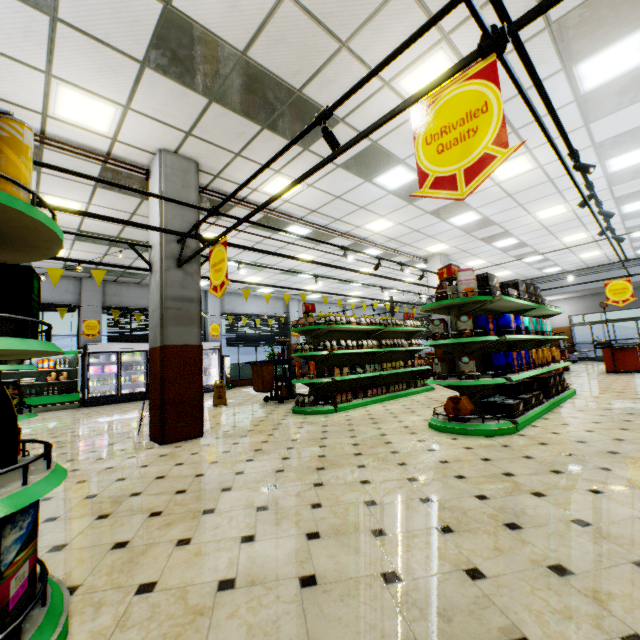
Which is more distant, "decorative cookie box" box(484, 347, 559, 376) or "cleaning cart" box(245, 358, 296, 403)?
"cleaning cart" box(245, 358, 296, 403)

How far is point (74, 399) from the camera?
11.3m

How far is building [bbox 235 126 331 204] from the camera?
5.71m

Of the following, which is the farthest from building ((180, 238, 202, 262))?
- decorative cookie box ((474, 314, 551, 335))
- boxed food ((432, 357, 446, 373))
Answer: decorative cookie box ((474, 314, 551, 335))

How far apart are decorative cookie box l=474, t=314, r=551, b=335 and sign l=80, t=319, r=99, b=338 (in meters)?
13.64

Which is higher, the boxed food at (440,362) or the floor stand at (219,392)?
the boxed food at (440,362)

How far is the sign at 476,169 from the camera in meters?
1.8 m
